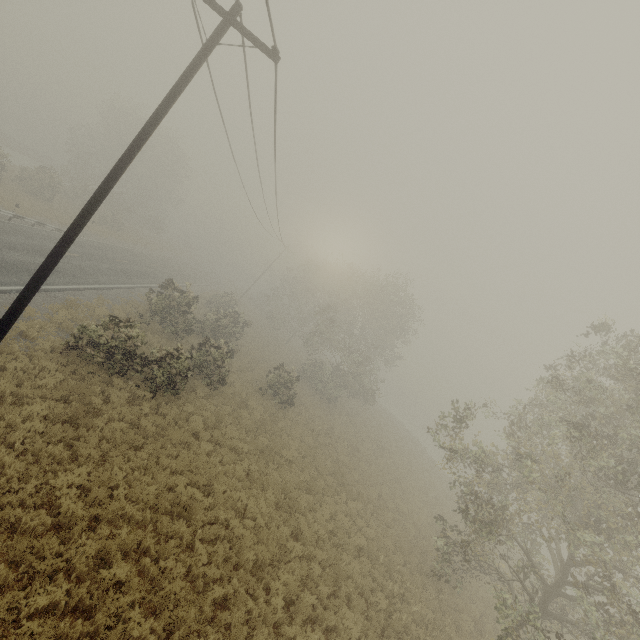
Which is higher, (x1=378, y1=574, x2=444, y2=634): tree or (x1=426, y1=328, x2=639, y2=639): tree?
(x1=426, y1=328, x2=639, y2=639): tree

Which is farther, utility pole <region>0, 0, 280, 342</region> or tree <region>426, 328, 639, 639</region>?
tree <region>426, 328, 639, 639</region>

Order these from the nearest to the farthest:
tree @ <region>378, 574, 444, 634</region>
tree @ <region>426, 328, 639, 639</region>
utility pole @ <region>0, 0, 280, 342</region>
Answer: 1. utility pole @ <region>0, 0, 280, 342</region>
2. tree @ <region>426, 328, 639, 639</region>
3. tree @ <region>378, 574, 444, 634</region>

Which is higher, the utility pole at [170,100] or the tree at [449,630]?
the utility pole at [170,100]

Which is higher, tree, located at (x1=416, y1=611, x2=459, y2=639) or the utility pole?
the utility pole

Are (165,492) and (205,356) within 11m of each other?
yes

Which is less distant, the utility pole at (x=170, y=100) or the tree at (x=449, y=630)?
the utility pole at (x=170, y=100)

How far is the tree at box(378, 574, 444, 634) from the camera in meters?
11.2 m
